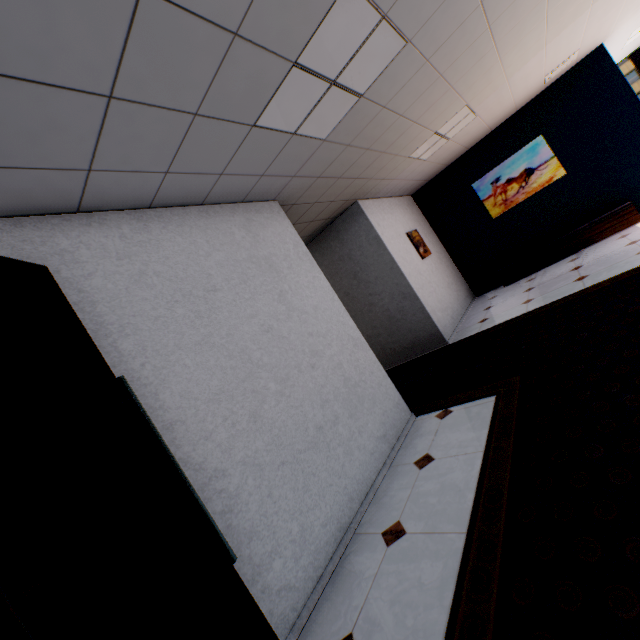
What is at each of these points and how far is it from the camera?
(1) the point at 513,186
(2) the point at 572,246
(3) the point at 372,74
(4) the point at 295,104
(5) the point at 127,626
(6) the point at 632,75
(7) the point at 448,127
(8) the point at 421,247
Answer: (1) picture, 6.8 meters
(2) cupboard, 6.3 meters
(3) light, 2.6 meters
(4) light, 2.4 meters
(5) door, 0.9 meters
(6) building, 50.4 meters
(7) light, 4.9 meters
(8) picture, 6.7 meters

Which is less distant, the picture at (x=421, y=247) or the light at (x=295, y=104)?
the light at (x=295, y=104)

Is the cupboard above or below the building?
below

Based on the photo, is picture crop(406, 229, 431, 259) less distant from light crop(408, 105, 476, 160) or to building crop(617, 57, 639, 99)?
light crop(408, 105, 476, 160)

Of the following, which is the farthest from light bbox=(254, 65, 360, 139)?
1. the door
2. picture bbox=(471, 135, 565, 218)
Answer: picture bbox=(471, 135, 565, 218)

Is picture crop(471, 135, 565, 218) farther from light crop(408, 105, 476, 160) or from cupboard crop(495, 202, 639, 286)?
light crop(408, 105, 476, 160)

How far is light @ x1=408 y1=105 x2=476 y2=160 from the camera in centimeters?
471cm

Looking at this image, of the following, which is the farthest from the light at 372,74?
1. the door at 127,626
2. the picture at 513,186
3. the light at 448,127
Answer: the picture at 513,186
